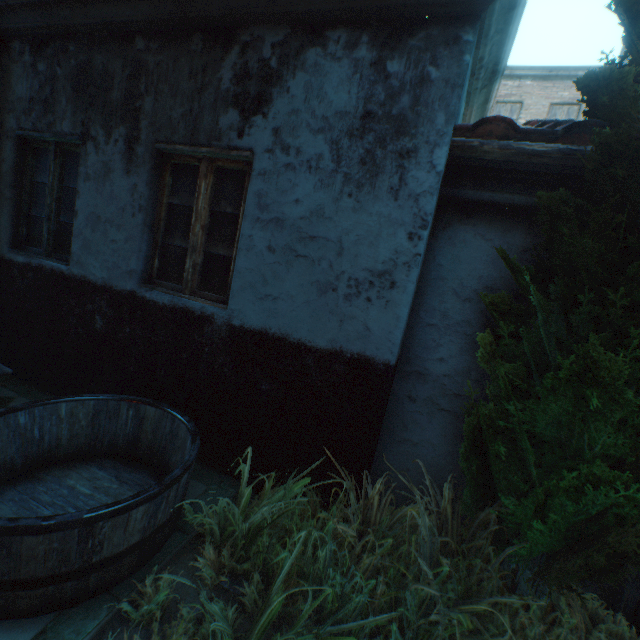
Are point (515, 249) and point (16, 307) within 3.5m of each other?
no

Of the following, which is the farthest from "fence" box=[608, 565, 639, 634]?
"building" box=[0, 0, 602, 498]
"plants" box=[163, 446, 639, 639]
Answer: "building" box=[0, 0, 602, 498]

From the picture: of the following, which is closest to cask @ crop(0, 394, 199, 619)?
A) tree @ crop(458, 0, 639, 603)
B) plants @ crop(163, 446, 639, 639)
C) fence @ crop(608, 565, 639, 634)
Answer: plants @ crop(163, 446, 639, 639)

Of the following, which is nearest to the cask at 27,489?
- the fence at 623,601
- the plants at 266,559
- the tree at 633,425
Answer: the plants at 266,559

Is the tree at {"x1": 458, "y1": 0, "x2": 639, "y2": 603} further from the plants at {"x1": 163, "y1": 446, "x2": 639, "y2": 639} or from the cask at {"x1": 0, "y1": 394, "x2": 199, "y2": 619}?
the cask at {"x1": 0, "y1": 394, "x2": 199, "y2": 619}

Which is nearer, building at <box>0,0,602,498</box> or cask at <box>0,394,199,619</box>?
cask at <box>0,394,199,619</box>

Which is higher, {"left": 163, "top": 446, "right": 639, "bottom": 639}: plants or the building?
the building

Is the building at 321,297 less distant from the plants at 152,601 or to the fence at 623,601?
the plants at 152,601
